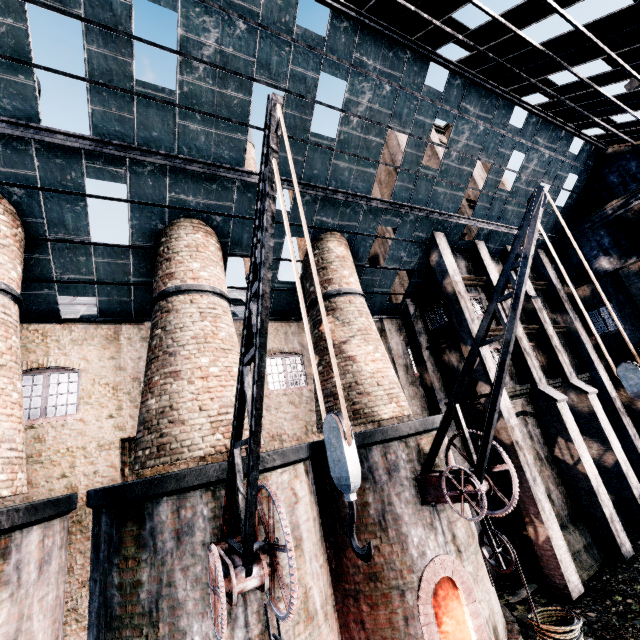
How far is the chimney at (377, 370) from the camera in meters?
11.8 m

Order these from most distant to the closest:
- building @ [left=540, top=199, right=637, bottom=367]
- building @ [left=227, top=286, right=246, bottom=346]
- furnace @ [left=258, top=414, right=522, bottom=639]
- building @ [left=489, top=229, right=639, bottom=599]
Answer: building @ [left=540, top=199, right=637, bottom=367]
building @ [left=227, top=286, right=246, bottom=346]
building @ [left=489, top=229, right=639, bottom=599]
furnace @ [left=258, top=414, right=522, bottom=639]

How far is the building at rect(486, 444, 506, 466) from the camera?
15.3m

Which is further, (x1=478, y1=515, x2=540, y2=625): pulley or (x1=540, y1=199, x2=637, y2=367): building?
(x1=540, y1=199, x2=637, y2=367): building

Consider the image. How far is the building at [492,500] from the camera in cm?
1534

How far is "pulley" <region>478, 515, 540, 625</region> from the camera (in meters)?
8.04

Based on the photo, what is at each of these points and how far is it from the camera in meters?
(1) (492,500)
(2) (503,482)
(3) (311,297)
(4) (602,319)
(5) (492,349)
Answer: (1) building, 15.7 m
(2) building, 15.2 m
(3) chimney, 14.5 m
(4) building, 20.5 m
(5) building, 17.3 m
